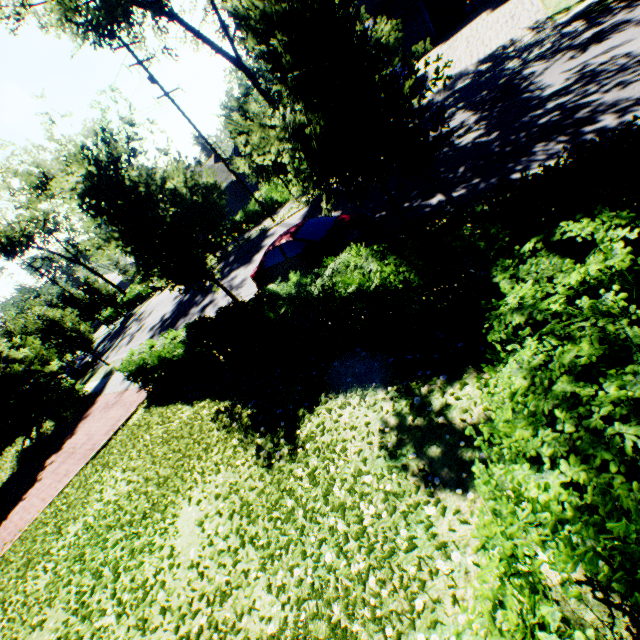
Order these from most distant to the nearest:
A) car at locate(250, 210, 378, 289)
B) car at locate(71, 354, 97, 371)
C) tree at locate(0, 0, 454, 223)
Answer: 1. car at locate(71, 354, 97, 371)
2. car at locate(250, 210, 378, 289)
3. tree at locate(0, 0, 454, 223)

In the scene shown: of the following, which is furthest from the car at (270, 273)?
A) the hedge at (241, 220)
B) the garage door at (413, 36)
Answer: the garage door at (413, 36)

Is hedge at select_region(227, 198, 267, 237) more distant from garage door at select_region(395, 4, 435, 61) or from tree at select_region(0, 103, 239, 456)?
garage door at select_region(395, 4, 435, 61)

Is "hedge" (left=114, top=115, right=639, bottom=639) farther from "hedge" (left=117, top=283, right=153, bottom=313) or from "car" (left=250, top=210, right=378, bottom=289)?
"hedge" (left=117, top=283, right=153, bottom=313)

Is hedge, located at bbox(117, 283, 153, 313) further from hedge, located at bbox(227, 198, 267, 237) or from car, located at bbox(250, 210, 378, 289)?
car, located at bbox(250, 210, 378, 289)

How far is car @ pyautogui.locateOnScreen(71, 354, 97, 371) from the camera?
30.0 meters

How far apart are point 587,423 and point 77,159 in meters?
12.2 m

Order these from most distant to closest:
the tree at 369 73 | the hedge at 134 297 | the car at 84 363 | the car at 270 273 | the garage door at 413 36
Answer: the hedge at 134 297 → the car at 84 363 → the garage door at 413 36 → the car at 270 273 → the tree at 369 73
